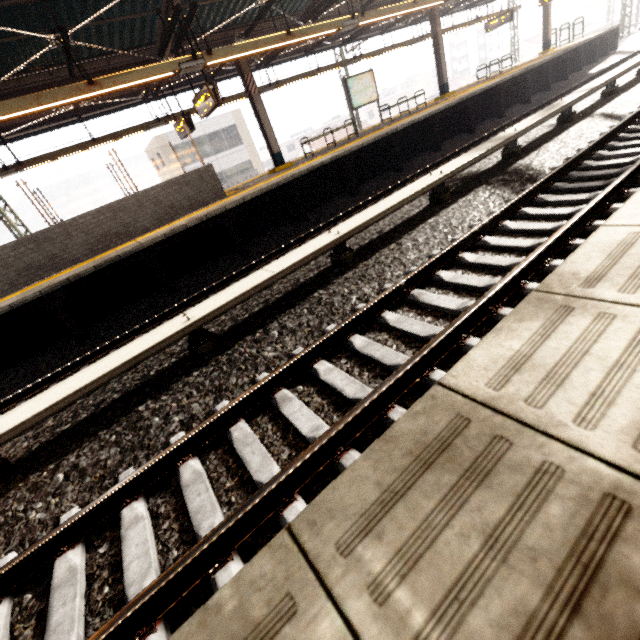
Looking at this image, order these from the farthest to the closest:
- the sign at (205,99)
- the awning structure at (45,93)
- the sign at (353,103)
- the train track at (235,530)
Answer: the sign at (353,103) < the sign at (205,99) < the awning structure at (45,93) < the train track at (235,530)

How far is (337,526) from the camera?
0.6 meters

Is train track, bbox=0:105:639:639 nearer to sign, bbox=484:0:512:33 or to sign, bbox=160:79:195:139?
sign, bbox=160:79:195:139

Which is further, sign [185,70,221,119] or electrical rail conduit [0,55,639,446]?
sign [185,70,221,119]

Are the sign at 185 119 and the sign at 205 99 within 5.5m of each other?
yes

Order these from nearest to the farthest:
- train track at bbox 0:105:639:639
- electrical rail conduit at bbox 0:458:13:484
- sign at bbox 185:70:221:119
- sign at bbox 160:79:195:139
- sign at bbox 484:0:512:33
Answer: train track at bbox 0:105:639:639 → electrical rail conduit at bbox 0:458:13:484 → sign at bbox 185:70:221:119 → sign at bbox 160:79:195:139 → sign at bbox 484:0:512:33

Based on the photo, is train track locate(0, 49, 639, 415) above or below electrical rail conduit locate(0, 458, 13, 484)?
below

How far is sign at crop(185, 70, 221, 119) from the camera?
8.2 meters
